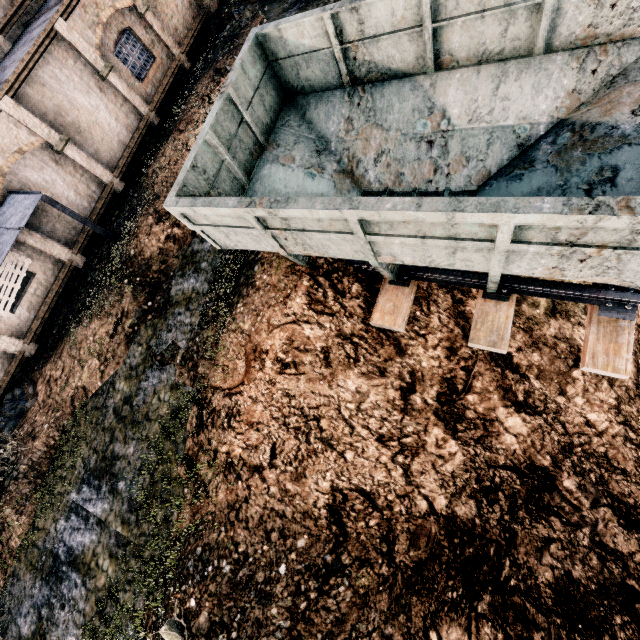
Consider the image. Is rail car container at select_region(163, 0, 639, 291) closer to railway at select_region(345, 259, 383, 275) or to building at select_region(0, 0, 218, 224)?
railway at select_region(345, 259, 383, 275)

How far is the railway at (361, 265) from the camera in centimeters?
762cm

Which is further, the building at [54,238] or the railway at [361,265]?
the building at [54,238]

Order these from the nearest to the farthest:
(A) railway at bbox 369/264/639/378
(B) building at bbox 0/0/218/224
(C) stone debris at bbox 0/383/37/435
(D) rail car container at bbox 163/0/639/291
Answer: (D) rail car container at bbox 163/0/639/291 < (A) railway at bbox 369/264/639/378 < (C) stone debris at bbox 0/383/37/435 < (B) building at bbox 0/0/218/224

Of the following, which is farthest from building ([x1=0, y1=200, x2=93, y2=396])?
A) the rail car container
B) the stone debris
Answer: the rail car container

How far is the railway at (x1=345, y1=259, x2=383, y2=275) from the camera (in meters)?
7.62

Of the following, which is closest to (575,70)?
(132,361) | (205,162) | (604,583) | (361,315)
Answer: (361,315)
